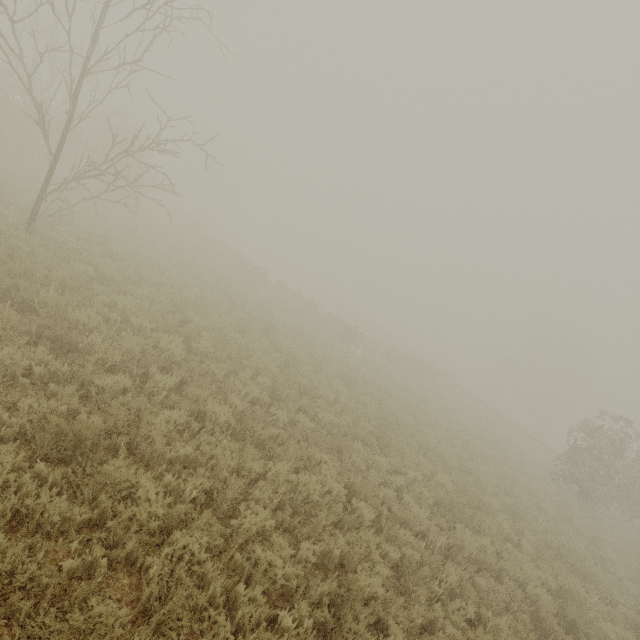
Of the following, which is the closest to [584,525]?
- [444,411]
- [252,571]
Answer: A: [444,411]
